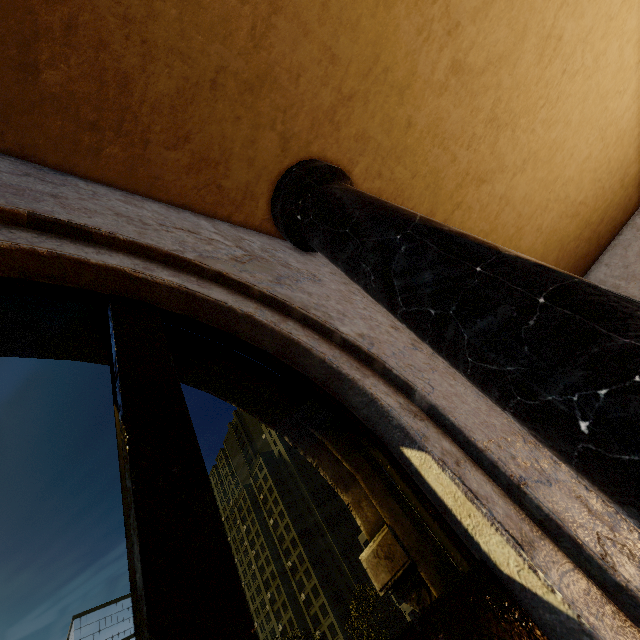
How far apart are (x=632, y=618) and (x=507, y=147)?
4.6 meters
